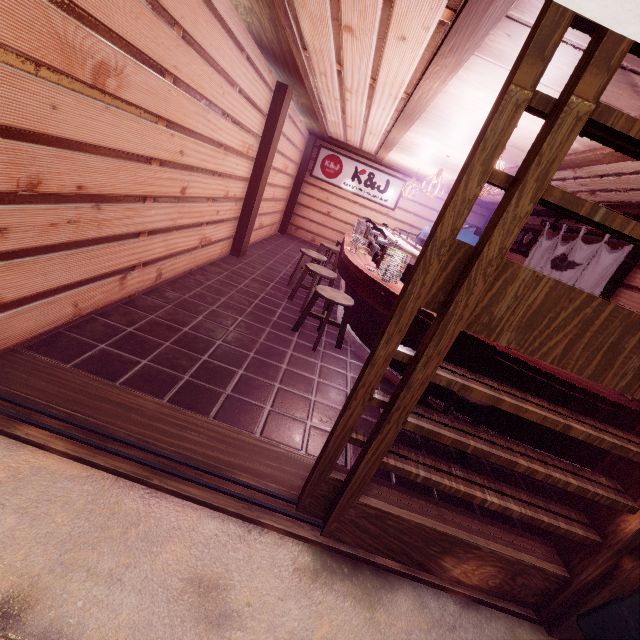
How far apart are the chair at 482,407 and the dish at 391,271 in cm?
207

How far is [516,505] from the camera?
2.9 meters

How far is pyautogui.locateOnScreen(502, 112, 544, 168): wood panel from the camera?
5.50m

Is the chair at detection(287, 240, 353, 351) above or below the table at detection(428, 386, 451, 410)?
above

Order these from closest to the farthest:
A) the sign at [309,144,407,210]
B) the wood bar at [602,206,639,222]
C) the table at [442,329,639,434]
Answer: the table at [442,329,639,434], the wood bar at [602,206,639,222], the sign at [309,144,407,210]

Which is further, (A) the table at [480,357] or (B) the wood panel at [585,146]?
(B) the wood panel at [585,146]

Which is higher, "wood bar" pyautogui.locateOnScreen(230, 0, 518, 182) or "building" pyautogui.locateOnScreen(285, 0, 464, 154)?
"building" pyautogui.locateOnScreen(285, 0, 464, 154)

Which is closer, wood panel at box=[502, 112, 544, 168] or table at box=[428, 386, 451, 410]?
wood panel at box=[502, 112, 544, 168]
